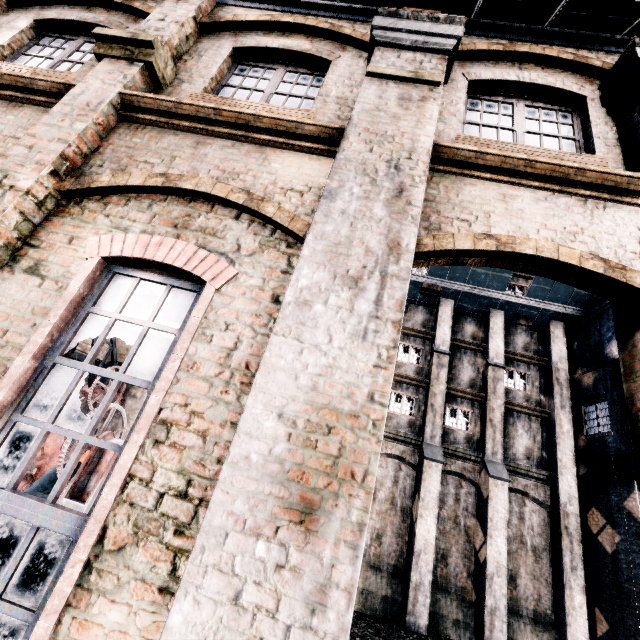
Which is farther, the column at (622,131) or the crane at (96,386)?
the crane at (96,386)

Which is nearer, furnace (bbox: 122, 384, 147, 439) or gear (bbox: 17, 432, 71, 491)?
gear (bbox: 17, 432, 71, 491)

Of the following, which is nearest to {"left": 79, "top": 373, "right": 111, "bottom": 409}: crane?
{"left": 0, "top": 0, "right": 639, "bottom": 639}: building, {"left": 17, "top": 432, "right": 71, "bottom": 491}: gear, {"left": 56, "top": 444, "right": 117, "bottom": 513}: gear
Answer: {"left": 17, "top": 432, "right": 71, "bottom": 491}: gear

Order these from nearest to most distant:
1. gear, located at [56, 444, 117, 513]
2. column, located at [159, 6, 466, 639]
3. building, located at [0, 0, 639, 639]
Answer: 1. column, located at [159, 6, 466, 639]
2. building, located at [0, 0, 639, 639]
3. gear, located at [56, 444, 117, 513]

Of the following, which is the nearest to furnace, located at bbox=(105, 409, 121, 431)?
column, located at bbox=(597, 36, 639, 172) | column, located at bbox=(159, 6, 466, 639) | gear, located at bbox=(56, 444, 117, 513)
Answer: gear, located at bbox=(56, 444, 117, 513)

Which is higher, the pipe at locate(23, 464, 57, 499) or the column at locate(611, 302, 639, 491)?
the column at locate(611, 302, 639, 491)

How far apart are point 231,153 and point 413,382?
16.6m

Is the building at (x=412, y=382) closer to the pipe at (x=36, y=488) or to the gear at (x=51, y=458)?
the gear at (x=51, y=458)
